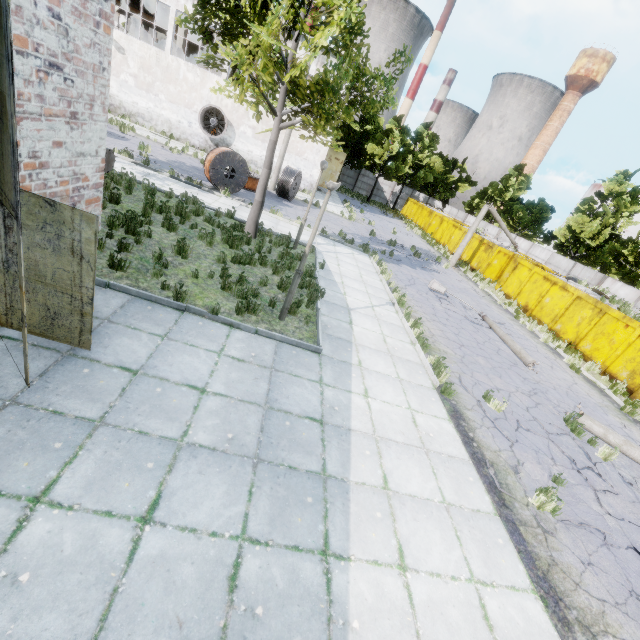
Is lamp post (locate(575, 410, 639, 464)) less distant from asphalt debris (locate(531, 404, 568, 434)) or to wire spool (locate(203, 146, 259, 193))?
asphalt debris (locate(531, 404, 568, 434))

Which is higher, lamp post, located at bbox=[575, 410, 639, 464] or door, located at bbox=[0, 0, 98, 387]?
door, located at bbox=[0, 0, 98, 387]

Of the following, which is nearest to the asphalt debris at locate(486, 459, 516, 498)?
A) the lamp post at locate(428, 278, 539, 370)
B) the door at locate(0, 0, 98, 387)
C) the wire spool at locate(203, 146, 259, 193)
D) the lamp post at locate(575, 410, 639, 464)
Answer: the lamp post at locate(575, 410, 639, 464)

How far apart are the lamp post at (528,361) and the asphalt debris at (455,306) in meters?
0.0 m

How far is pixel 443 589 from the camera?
3.8 meters

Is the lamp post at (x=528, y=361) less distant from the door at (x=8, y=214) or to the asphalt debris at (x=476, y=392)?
the asphalt debris at (x=476, y=392)

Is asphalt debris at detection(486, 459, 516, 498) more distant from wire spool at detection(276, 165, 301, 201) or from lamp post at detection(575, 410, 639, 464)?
wire spool at detection(276, 165, 301, 201)

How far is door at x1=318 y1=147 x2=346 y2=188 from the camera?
32.62m
